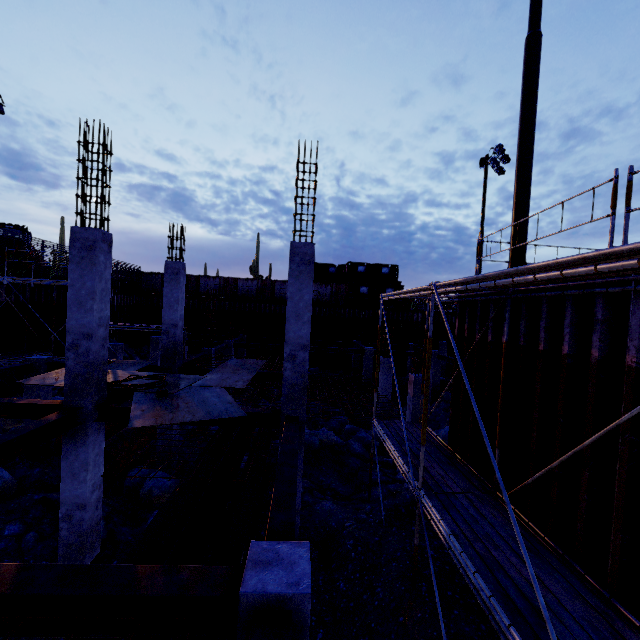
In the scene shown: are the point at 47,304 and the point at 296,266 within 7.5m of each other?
no

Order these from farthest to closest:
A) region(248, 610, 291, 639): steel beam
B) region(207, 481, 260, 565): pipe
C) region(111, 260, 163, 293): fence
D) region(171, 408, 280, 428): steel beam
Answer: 1. region(111, 260, 163, 293): fence
2. region(171, 408, 280, 428): steel beam
3. region(207, 481, 260, 565): pipe
4. region(248, 610, 291, 639): steel beam

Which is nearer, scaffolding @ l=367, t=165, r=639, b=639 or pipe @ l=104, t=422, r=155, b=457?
scaffolding @ l=367, t=165, r=639, b=639

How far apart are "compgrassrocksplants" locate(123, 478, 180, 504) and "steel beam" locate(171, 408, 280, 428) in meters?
4.2 m

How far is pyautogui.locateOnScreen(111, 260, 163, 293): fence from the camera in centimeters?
2792cm

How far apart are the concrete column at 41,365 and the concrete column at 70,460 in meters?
6.2 m

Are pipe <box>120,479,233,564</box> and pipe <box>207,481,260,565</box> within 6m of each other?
yes

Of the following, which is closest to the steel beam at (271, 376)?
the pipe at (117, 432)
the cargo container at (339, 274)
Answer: the pipe at (117, 432)
